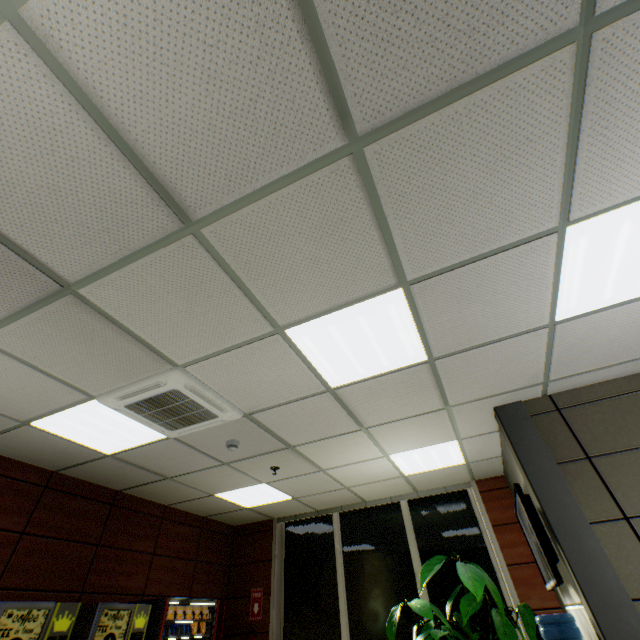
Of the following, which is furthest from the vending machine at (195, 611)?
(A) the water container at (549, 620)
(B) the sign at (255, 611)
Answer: (A) the water container at (549, 620)

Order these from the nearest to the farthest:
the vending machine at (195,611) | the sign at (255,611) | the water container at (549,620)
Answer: the water container at (549,620) < the vending machine at (195,611) < the sign at (255,611)

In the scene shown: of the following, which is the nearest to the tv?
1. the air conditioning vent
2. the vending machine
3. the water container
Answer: the water container

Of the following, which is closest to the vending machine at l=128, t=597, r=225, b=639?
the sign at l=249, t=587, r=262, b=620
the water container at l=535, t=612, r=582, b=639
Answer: the sign at l=249, t=587, r=262, b=620

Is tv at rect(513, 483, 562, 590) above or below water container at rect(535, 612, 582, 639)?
above

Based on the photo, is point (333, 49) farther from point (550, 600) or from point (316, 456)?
point (550, 600)

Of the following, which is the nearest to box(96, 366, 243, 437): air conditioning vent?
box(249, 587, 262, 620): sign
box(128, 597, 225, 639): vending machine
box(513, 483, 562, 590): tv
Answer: box(128, 597, 225, 639): vending machine

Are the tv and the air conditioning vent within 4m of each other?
yes
